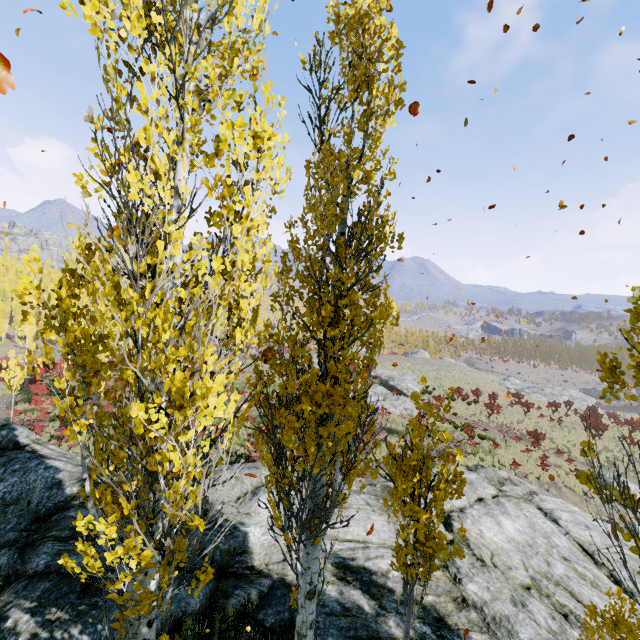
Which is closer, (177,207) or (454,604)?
(177,207)

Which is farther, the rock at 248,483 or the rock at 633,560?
the rock at 633,560

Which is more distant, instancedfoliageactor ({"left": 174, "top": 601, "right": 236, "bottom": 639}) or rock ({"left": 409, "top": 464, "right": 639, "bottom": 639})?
rock ({"left": 409, "top": 464, "right": 639, "bottom": 639})

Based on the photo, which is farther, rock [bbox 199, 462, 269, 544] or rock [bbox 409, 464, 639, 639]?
rock [bbox 199, 462, 269, 544]

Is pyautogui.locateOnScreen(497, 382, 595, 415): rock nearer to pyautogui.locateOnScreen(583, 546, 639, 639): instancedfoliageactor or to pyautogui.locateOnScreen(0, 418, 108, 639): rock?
pyautogui.locateOnScreen(583, 546, 639, 639): instancedfoliageactor

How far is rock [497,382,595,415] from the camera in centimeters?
4436cm

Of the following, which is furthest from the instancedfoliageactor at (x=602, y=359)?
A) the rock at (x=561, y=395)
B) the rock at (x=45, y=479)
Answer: the rock at (x=561, y=395)

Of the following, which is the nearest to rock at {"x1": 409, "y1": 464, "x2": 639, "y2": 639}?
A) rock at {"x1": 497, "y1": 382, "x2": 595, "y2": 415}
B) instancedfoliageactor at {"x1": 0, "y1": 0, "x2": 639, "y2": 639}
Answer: instancedfoliageactor at {"x1": 0, "y1": 0, "x2": 639, "y2": 639}
